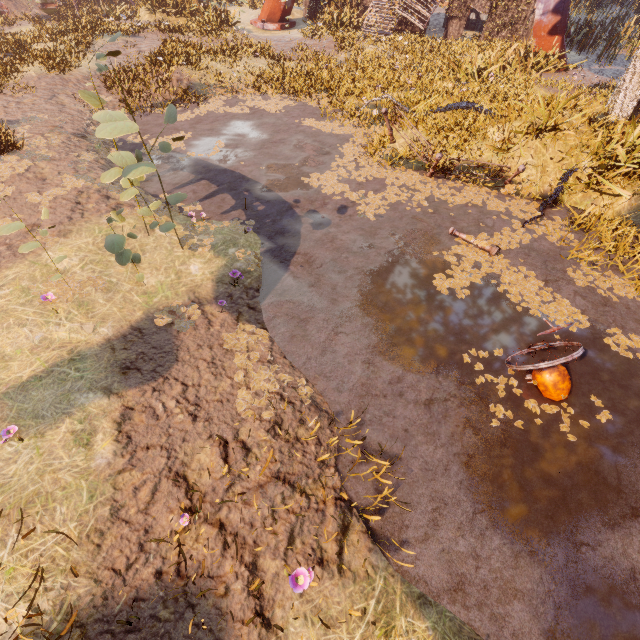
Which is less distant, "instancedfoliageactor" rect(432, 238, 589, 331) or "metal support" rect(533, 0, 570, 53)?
"instancedfoliageactor" rect(432, 238, 589, 331)

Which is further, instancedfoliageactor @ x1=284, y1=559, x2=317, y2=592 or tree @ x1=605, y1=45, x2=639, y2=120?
tree @ x1=605, y1=45, x2=639, y2=120

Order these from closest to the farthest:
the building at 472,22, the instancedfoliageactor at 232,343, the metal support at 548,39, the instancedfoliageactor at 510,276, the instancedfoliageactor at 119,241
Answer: the instancedfoliageactor at 119,241
the instancedfoliageactor at 232,343
the instancedfoliageactor at 510,276
the metal support at 548,39
the building at 472,22

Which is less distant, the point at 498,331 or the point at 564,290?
the point at 498,331

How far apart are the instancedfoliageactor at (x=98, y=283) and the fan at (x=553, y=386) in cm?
665

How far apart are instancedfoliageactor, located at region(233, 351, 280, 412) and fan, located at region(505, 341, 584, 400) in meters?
3.0 m

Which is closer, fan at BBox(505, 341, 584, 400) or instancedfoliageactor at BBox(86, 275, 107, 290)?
fan at BBox(505, 341, 584, 400)

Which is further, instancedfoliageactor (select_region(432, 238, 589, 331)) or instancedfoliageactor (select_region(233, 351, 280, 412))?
instancedfoliageactor (select_region(432, 238, 589, 331))
